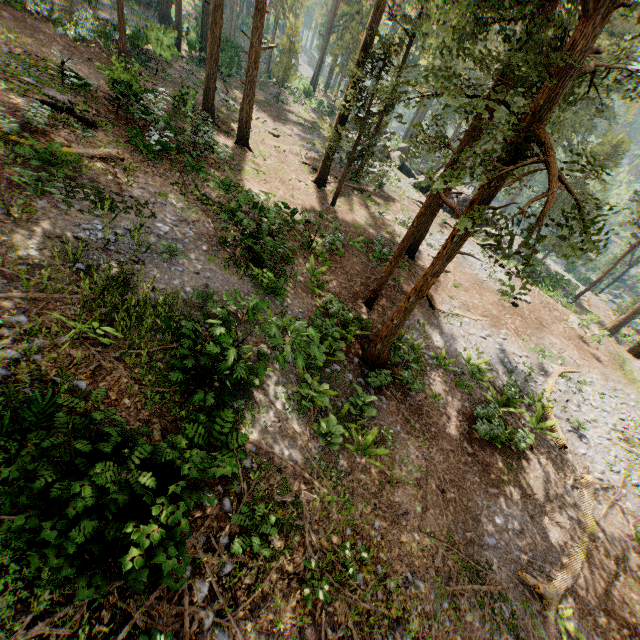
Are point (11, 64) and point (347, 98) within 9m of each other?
no

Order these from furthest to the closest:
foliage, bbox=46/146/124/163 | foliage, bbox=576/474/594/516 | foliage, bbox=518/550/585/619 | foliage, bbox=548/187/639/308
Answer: foliage, bbox=548/187/639/308 < foliage, bbox=576/474/594/516 < foliage, bbox=46/146/124/163 < foliage, bbox=518/550/585/619

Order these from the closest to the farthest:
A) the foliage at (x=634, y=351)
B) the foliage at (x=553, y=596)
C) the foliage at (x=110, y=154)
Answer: the foliage at (x=553, y=596)
the foliage at (x=110, y=154)
the foliage at (x=634, y=351)

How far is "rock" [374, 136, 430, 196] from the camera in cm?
3391

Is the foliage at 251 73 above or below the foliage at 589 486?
above

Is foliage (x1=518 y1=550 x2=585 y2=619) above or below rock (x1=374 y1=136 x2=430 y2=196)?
below

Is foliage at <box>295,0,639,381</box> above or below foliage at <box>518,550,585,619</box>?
above
